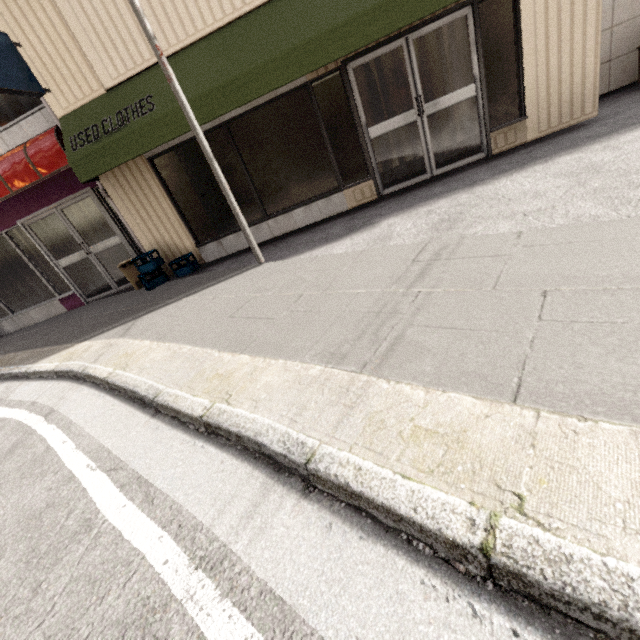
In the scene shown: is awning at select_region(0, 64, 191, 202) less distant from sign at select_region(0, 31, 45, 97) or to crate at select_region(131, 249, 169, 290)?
sign at select_region(0, 31, 45, 97)

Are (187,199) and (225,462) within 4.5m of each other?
no

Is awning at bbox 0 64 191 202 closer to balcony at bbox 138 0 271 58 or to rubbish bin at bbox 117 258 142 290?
balcony at bbox 138 0 271 58

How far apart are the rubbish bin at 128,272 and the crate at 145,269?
0.28m

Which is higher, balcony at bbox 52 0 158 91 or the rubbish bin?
balcony at bbox 52 0 158 91

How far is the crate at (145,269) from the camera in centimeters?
599cm

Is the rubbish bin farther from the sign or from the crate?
the sign

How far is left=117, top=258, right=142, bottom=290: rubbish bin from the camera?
6.4m
